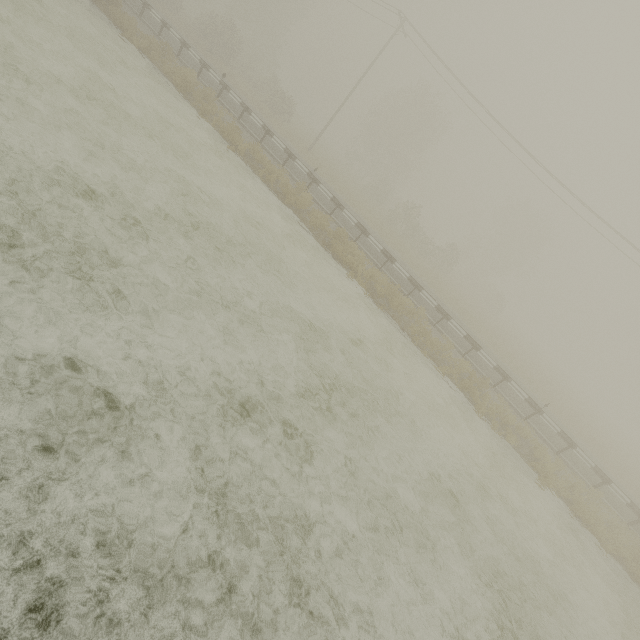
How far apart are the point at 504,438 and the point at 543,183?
21.6m
